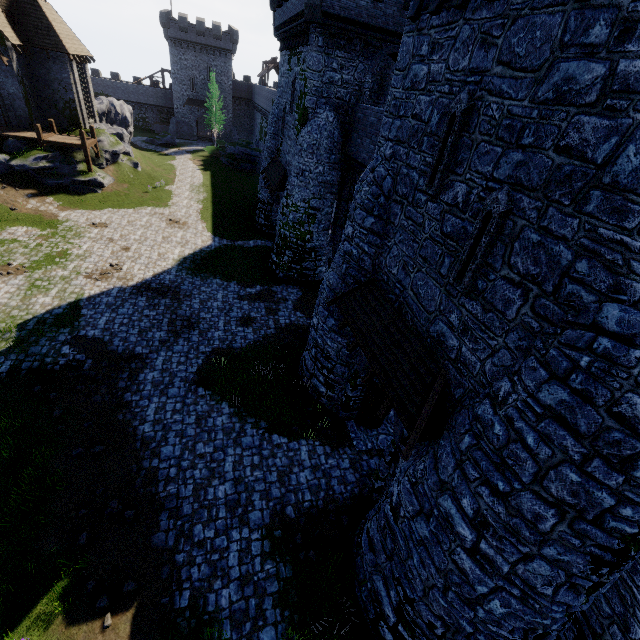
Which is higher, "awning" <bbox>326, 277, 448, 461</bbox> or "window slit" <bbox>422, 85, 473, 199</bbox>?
"window slit" <bbox>422, 85, 473, 199</bbox>

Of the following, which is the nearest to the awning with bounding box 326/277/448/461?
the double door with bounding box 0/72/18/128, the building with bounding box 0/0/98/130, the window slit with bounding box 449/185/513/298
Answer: the window slit with bounding box 449/185/513/298

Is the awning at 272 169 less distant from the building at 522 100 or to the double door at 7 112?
the building at 522 100

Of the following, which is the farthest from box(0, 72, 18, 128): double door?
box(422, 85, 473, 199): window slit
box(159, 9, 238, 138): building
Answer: box(422, 85, 473, 199): window slit

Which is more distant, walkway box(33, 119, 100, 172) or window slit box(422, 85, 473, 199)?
walkway box(33, 119, 100, 172)

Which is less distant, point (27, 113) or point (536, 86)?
point (536, 86)

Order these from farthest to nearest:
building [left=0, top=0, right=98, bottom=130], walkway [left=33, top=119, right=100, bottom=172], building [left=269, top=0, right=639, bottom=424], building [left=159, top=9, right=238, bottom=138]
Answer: building [left=159, top=9, right=238, bottom=138] → walkway [left=33, top=119, right=100, bottom=172] → building [left=0, top=0, right=98, bottom=130] → building [left=269, top=0, right=639, bottom=424]

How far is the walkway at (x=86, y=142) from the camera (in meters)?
25.84
